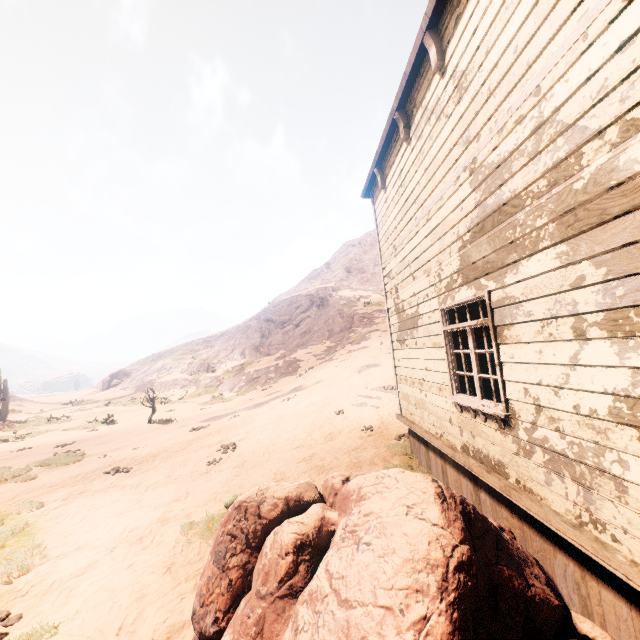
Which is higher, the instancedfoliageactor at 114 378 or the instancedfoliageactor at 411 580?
the instancedfoliageactor at 114 378

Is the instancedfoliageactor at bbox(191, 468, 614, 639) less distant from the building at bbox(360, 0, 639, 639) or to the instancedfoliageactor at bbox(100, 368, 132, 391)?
the building at bbox(360, 0, 639, 639)

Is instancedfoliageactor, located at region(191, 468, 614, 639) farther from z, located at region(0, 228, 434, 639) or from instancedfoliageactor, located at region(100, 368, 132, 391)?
instancedfoliageactor, located at region(100, 368, 132, 391)

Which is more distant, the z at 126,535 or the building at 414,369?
the z at 126,535

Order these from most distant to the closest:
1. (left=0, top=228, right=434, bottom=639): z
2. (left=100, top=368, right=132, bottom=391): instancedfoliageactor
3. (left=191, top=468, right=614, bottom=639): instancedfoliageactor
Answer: (left=100, top=368, right=132, bottom=391): instancedfoliageactor
(left=0, top=228, right=434, bottom=639): z
(left=191, top=468, right=614, bottom=639): instancedfoliageactor

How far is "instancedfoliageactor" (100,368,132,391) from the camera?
45.2m

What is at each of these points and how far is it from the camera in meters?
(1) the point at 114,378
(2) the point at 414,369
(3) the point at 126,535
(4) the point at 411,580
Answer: (1) instancedfoliageactor, 46.5 m
(2) building, 6.9 m
(3) z, 5.7 m
(4) instancedfoliageactor, 1.9 m
